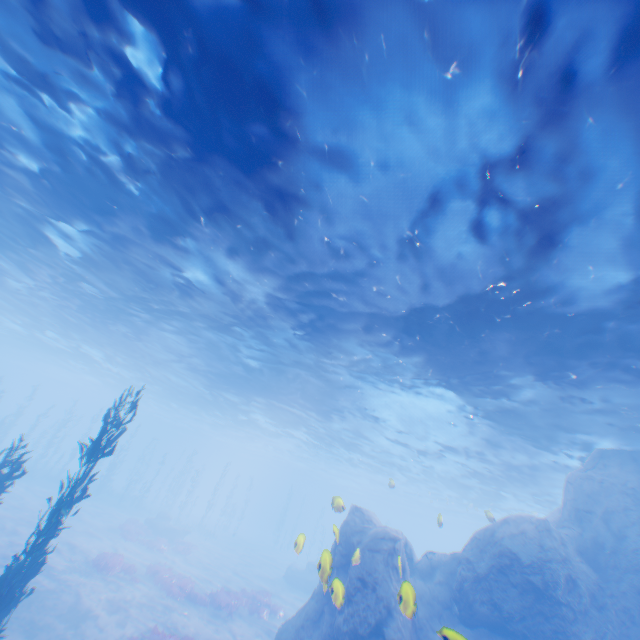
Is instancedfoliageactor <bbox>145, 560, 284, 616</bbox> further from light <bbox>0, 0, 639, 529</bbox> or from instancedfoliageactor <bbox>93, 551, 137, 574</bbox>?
light <bbox>0, 0, 639, 529</bbox>

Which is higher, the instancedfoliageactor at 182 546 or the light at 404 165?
the light at 404 165

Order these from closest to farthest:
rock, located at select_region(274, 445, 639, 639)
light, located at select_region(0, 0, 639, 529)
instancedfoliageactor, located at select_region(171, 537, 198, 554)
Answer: light, located at select_region(0, 0, 639, 529) < rock, located at select_region(274, 445, 639, 639) < instancedfoliageactor, located at select_region(171, 537, 198, 554)

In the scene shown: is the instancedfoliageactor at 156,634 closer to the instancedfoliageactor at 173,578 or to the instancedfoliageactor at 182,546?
the instancedfoliageactor at 173,578

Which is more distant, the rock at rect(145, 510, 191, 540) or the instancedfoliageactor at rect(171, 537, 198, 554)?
the rock at rect(145, 510, 191, 540)

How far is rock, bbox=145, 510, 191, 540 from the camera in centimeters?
2903cm

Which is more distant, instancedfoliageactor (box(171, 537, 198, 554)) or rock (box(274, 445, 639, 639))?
instancedfoliageactor (box(171, 537, 198, 554))

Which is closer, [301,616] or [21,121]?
[21,121]
